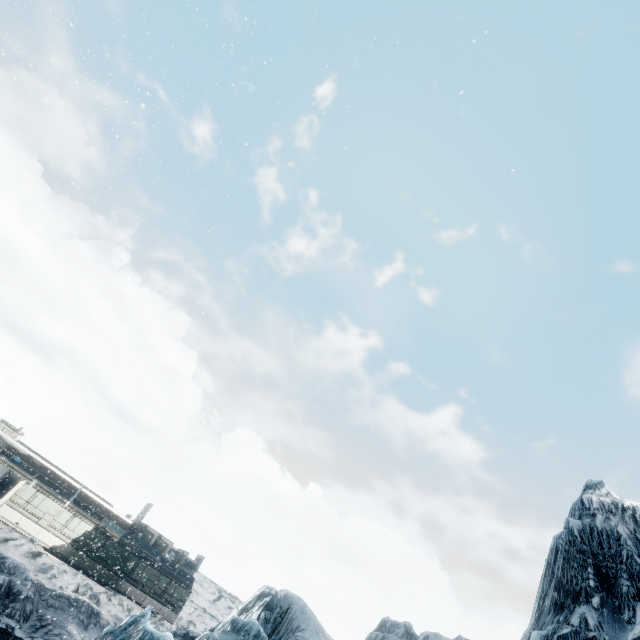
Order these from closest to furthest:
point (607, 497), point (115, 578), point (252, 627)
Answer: point (252, 627), point (607, 497), point (115, 578)
